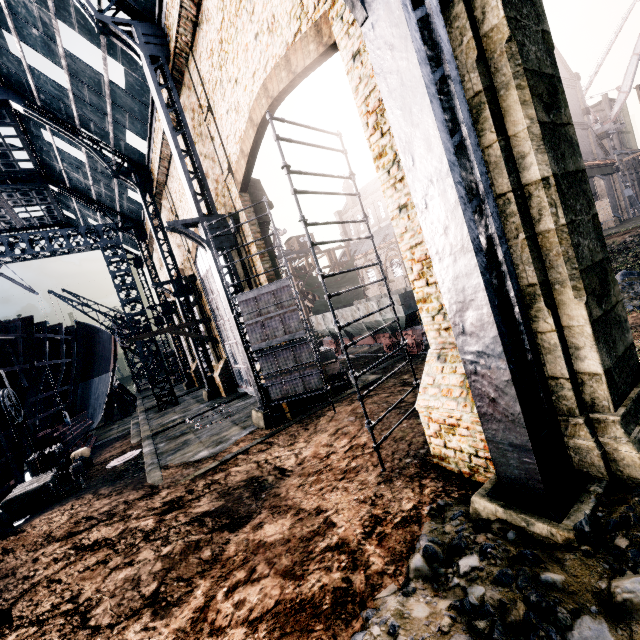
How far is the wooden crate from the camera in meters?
16.2

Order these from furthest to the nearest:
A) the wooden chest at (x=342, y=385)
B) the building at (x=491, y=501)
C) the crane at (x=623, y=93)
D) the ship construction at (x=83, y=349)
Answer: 1. the crane at (x=623, y=93)
2. the ship construction at (x=83, y=349)
3. the wooden chest at (x=342, y=385)
4. the building at (x=491, y=501)

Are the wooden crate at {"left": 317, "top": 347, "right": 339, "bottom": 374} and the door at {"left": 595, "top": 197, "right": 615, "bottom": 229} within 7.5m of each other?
no

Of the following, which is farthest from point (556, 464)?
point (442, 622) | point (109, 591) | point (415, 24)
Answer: point (109, 591)

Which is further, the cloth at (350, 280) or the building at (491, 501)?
the cloth at (350, 280)

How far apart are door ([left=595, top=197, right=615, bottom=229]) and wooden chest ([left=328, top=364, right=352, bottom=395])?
37.0 meters

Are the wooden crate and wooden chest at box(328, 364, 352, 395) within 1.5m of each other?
yes

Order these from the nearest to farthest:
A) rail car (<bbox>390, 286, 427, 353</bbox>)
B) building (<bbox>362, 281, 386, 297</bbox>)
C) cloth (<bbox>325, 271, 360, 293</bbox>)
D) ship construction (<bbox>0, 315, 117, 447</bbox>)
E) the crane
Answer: ship construction (<bbox>0, 315, 117, 447</bbox>) < rail car (<bbox>390, 286, 427, 353</bbox>) < cloth (<bbox>325, 271, 360, 293</bbox>) < the crane < building (<bbox>362, 281, 386, 297</bbox>)
